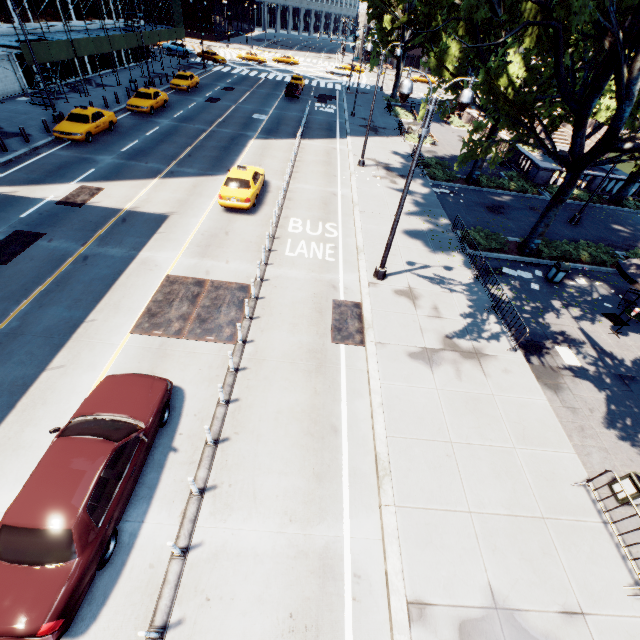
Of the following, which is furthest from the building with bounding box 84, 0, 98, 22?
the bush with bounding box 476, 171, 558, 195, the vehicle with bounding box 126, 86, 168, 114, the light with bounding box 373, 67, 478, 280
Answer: the bush with bounding box 476, 171, 558, 195

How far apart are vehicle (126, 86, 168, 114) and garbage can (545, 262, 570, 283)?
32.4m

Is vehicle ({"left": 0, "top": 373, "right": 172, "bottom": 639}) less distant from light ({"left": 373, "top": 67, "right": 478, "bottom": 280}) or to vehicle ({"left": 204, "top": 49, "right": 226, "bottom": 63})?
light ({"left": 373, "top": 67, "right": 478, "bottom": 280})

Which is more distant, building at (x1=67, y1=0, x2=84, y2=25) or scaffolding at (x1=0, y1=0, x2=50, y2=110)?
building at (x1=67, y1=0, x2=84, y2=25)

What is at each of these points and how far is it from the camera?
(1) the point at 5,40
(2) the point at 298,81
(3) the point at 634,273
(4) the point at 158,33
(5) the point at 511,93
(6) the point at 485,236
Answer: (1) scaffolding, 23.59m
(2) vehicle, 43.78m
(3) umbrella, 12.86m
(4) scaffolding, 39.97m
(5) tree, 14.95m
(6) bush, 18.02m

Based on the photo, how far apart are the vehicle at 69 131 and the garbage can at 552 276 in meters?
29.3 m

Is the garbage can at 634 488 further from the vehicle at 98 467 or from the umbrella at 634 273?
the vehicle at 98 467

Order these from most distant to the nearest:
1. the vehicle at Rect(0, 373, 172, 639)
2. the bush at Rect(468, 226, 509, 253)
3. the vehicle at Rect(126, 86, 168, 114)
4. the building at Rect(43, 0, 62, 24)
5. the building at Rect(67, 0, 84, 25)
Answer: the building at Rect(67, 0, 84, 25), the building at Rect(43, 0, 62, 24), the vehicle at Rect(126, 86, 168, 114), the bush at Rect(468, 226, 509, 253), the vehicle at Rect(0, 373, 172, 639)
